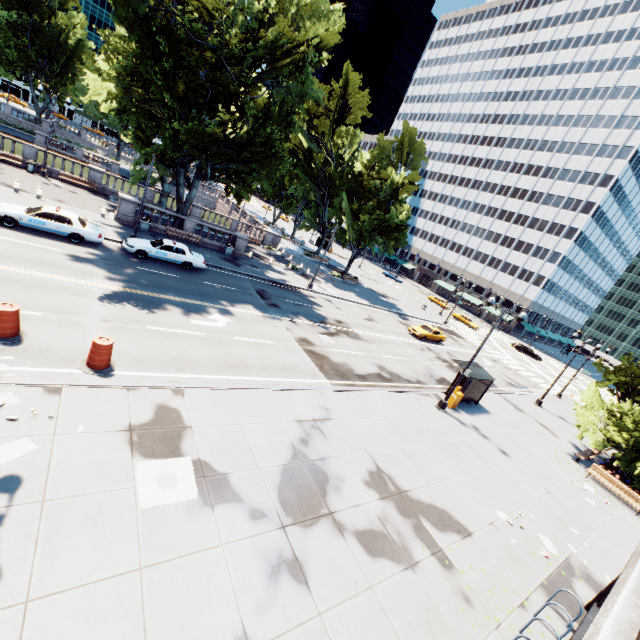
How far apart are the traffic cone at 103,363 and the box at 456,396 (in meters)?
18.20

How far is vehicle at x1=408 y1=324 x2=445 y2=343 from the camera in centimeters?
3369cm

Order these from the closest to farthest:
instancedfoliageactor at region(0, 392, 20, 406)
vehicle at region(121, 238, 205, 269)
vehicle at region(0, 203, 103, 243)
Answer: instancedfoliageactor at region(0, 392, 20, 406), vehicle at region(0, 203, 103, 243), vehicle at region(121, 238, 205, 269)

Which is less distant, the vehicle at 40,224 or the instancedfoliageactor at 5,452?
the instancedfoliageactor at 5,452

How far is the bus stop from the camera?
20.7m

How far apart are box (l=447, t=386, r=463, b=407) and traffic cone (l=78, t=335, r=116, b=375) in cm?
1820

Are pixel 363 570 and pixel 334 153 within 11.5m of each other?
no

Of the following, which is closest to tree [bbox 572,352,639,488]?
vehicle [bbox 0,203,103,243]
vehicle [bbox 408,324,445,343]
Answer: vehicle [bbox 0,203,103,243]
